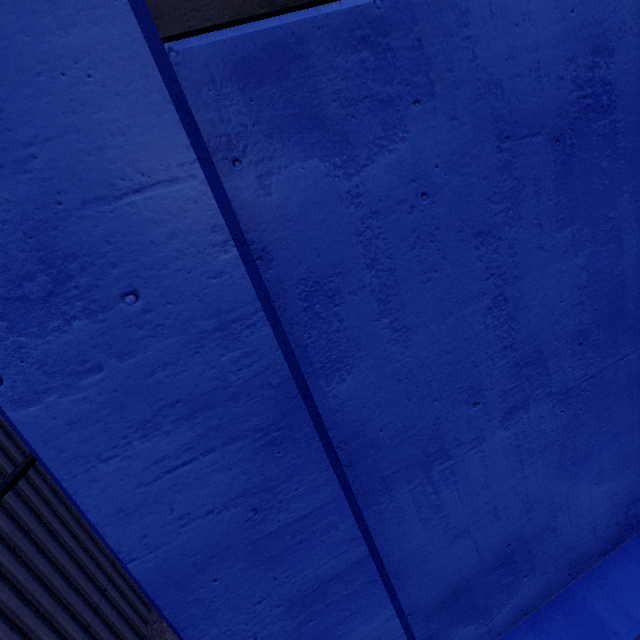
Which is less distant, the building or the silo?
the building

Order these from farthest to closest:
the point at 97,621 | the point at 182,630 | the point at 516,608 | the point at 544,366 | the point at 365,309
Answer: the point at 97,621, the point at 516,608, the point at 544,366, the point at 365,309, the point at 182,630

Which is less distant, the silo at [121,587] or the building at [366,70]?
the building at [366,70]
